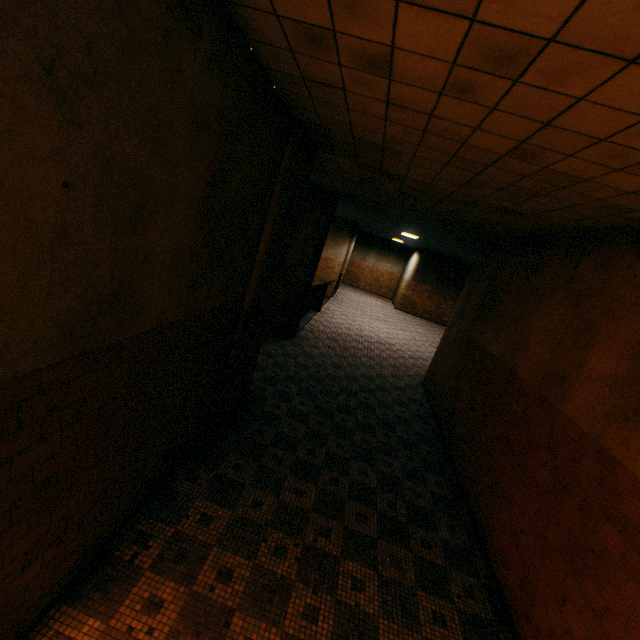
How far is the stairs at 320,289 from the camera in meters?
11.0

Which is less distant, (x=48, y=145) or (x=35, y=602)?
(x=48, y=145)

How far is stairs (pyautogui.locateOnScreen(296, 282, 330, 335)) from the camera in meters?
11.0
